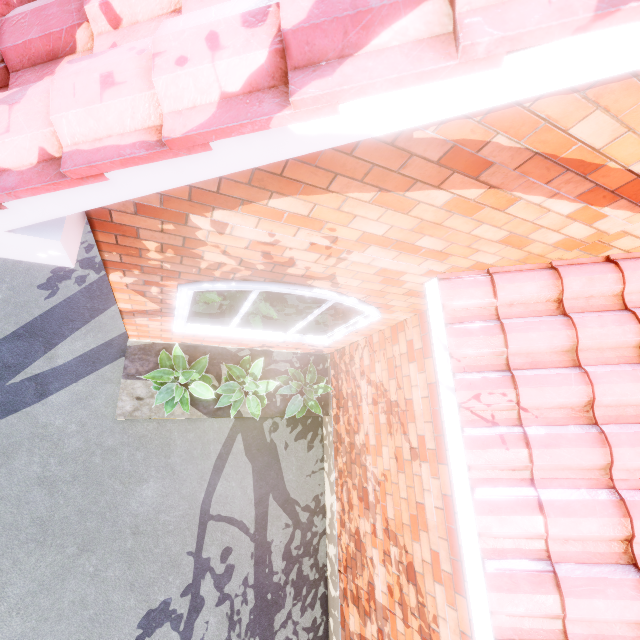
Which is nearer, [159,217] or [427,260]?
[159,217]

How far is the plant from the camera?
4.0 meters

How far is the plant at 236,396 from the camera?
4.0m
